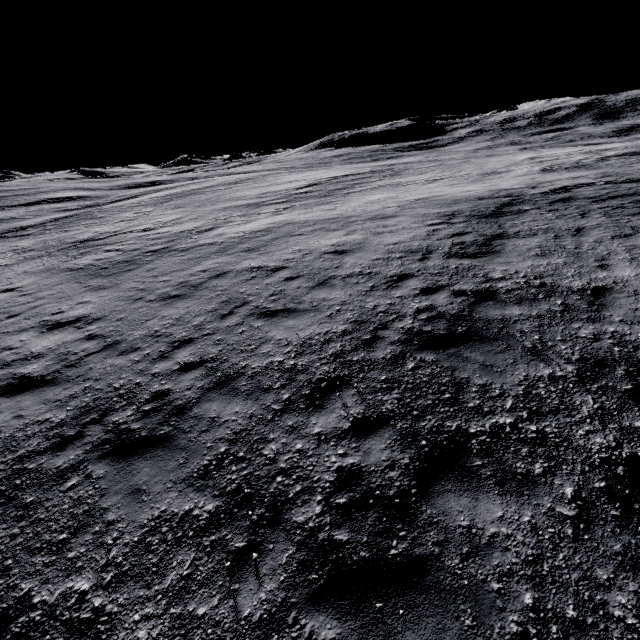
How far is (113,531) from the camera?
4.3 meters
